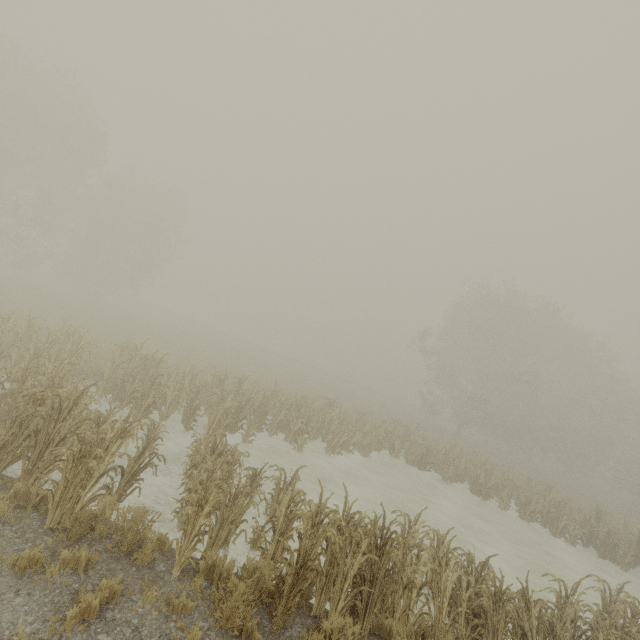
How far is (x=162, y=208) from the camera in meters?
43.8 m

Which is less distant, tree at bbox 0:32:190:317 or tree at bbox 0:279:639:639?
tree at bbox 0:279:639:639

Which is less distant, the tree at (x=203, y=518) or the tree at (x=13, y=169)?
the tree at (x=203, y=518)
